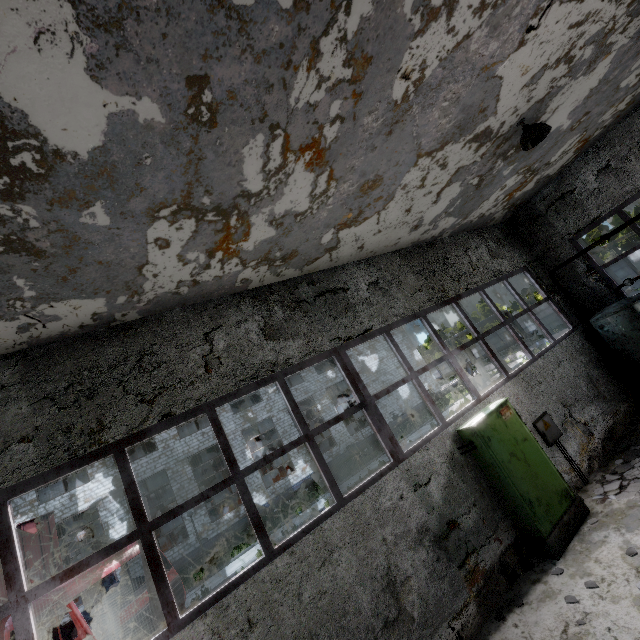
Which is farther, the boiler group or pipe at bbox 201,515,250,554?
pipe at bbox 201,515,250,554

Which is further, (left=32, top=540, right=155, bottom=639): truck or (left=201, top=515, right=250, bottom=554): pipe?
(left=201, top=515, right=250, bottom=554): pipe

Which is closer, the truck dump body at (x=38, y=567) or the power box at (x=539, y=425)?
the power box at (x=539, y=425)

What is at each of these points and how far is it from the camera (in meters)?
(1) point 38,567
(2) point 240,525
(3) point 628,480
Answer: (1) truck dump body, 9.88
(2) pipe, 20.56
(3) concrete debris, 6.45

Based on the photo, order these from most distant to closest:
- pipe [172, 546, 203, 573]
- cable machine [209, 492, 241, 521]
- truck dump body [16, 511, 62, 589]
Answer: cable machine [209, 492, 241, 521]
pipe [172, 546, 203, 573]
truck dump body [16, 511, 62, 589]

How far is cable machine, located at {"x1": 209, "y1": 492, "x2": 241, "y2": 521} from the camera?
26.7m

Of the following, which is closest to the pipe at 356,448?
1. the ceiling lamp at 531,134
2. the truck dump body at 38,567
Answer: the truck dump body at 38,567

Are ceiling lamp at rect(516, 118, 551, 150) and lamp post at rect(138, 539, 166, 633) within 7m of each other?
no
